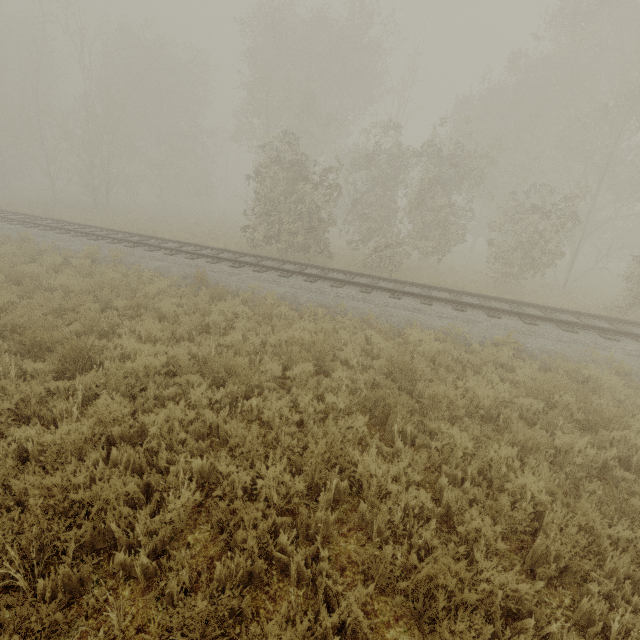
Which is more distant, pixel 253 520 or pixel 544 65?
pixel 544 65
